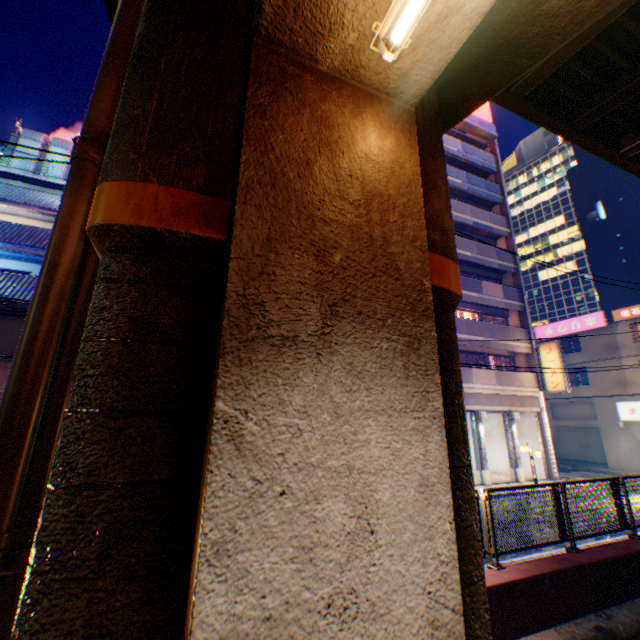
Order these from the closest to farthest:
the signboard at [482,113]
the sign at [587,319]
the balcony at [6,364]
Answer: the balcony at [6,364]
the sign at [587,319]
the signboard at [482,113]

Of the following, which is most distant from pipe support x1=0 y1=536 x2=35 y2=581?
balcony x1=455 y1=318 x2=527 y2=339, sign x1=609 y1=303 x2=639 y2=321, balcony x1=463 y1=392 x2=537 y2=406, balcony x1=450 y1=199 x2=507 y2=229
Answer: sign x1=609 y1=303 x2=639 y2=321

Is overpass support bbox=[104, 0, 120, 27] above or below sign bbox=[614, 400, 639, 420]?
above

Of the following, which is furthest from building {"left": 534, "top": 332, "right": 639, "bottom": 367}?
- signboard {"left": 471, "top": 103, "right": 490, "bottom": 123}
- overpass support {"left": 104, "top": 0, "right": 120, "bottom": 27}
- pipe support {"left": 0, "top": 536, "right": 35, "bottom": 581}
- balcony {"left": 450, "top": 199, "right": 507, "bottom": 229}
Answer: pipe support {"left": 0, "top": 536, "right": 35, "bottom": 581}

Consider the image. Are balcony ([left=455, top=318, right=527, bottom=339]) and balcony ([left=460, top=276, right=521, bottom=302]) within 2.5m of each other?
yes

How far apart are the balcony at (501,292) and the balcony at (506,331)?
2.0 meters

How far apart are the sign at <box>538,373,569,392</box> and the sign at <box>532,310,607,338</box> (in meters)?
9.94

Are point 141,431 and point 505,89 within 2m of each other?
no
